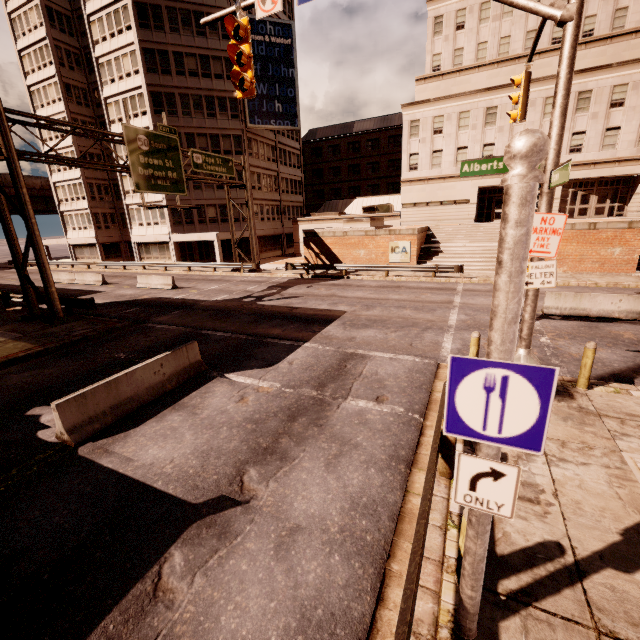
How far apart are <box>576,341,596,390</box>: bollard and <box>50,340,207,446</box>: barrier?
10.36m

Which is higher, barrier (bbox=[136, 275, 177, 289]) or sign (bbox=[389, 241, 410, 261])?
sign (bbox=[389, 241, 410, 261])

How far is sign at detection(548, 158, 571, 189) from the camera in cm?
508

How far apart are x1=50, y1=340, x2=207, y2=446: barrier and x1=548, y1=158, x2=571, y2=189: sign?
9.8m

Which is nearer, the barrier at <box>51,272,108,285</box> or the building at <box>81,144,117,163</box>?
the barrier at <box>51,272,108,285</box>

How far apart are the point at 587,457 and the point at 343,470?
4.42m

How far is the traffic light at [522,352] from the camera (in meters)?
7.01

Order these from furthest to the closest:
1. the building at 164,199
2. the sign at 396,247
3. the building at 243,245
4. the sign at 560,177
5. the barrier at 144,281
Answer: the building at 243,245
the building at 164,199
the sign at 396,247
the barrier at 144,281
the sign at 560,177
